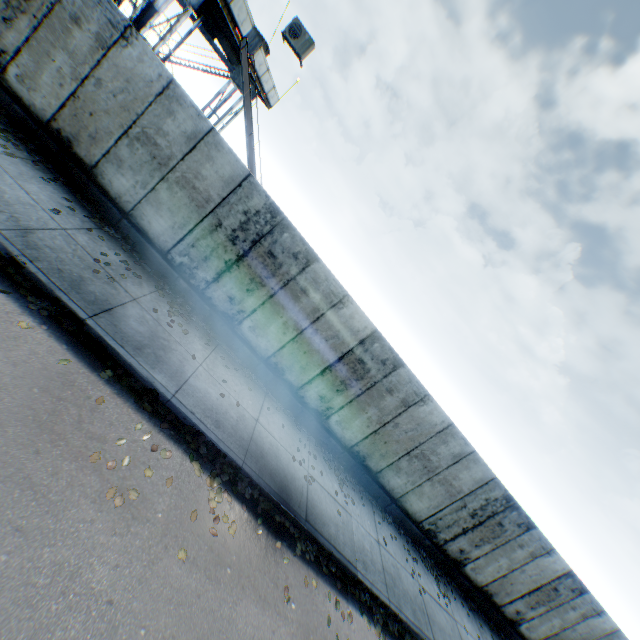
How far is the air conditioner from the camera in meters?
9.2

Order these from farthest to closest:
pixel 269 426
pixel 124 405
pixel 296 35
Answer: pixel 296 35 → pixel 269 426 → pixel 124 405

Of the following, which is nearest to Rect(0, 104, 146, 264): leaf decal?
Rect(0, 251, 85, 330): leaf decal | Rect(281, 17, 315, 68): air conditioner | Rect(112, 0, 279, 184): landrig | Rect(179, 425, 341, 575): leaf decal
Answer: Rect(0, 251, 85, 330): leaf decal

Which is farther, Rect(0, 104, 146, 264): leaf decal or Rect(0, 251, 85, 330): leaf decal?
Rect(0, 104, 146, 264): leaf decal

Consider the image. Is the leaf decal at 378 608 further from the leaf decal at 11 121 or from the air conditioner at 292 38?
the air conditioner at 292 38

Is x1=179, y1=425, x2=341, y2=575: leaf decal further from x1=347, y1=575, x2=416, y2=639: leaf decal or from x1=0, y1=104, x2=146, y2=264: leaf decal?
x1=0, y1=104, x2=146, y2=264: leaf decal

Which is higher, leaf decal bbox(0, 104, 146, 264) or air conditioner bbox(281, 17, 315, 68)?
air conditioner bbox(281, 17, 315, 68)
